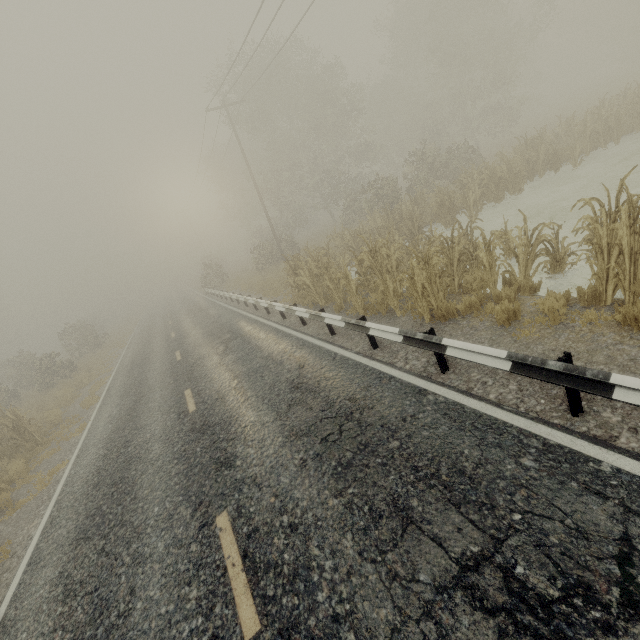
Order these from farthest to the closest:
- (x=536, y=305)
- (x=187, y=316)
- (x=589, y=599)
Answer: (x=187, y=316), (x=536, y=305), (x=589, y=599)

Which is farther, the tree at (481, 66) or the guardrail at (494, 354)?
the tree at (481, 66)

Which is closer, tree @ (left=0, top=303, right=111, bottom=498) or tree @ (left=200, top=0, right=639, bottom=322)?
tree @ (left=200, top=0, right=639, bottom=322)

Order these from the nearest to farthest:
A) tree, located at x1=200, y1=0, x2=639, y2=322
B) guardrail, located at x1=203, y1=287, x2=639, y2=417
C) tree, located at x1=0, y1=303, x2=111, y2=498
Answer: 1. guardrail, located at x1=203, y1=287, x2=639, y2=417
2. tree, located at x1=200, y1=0, x2=639, y2=322
3. tree, located at x1=0, y1=303, x2=111, y2=498

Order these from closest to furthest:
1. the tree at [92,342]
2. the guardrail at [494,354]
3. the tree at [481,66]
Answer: the guardrail at [494,354] → the tree at [481,66] → the tree at [92,342]

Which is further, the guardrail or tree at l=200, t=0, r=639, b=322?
tree at l=200, t=0, r=639, b=322
